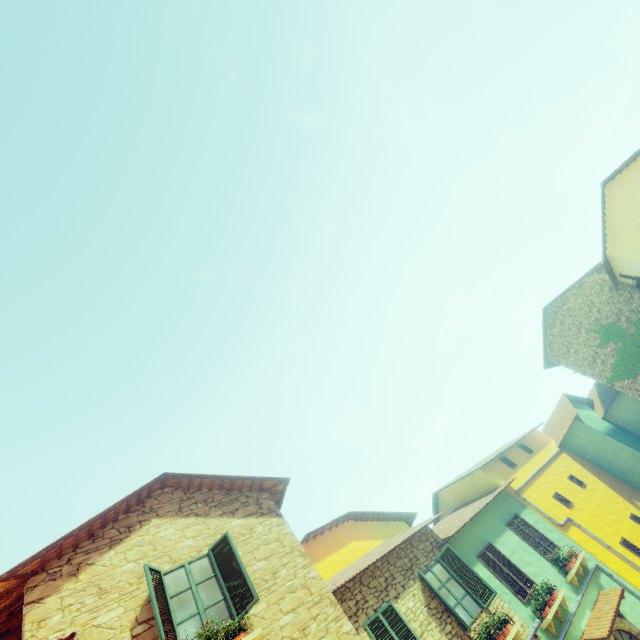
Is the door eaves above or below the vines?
below

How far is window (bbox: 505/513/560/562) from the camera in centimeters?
1210cm

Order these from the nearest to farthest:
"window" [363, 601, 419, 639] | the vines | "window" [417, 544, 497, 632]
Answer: "window" [363, 601, 419, 639] < "window" [417, 544, 497, 632] < the vines

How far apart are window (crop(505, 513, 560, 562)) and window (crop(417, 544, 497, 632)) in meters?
3.9 m

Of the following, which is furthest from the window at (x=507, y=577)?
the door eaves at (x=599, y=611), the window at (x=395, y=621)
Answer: the window at (x=395, y=621)

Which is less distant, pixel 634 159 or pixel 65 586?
pixel 65 586

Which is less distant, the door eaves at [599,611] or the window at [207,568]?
the window at [207,568]

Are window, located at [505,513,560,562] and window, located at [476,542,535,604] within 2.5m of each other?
yes
